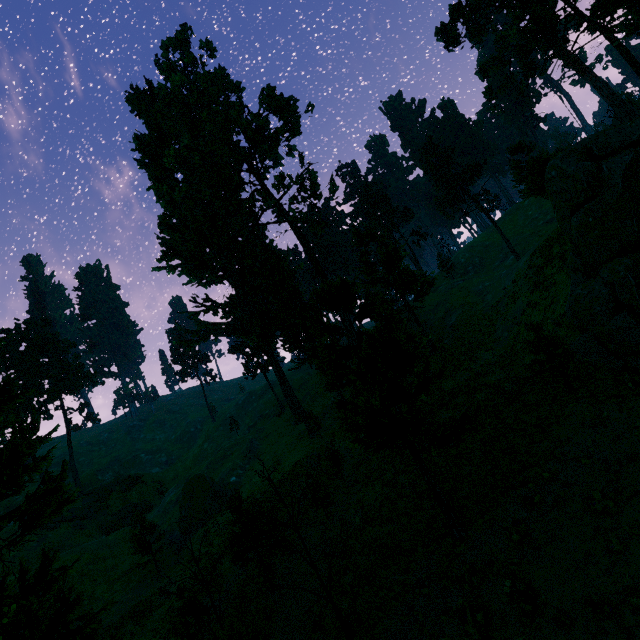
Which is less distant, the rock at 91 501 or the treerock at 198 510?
the treerock at 198 510

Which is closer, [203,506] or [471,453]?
[471,453]

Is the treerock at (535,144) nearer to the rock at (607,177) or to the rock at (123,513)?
the rock at (607,177)

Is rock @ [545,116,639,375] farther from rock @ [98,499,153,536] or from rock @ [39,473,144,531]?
rock @ [39,473,144,531]

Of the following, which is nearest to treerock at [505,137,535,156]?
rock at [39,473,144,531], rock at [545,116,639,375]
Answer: rock at [545,116,639,375]

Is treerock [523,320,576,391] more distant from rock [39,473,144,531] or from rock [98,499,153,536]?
rock [98,499,153,536]
